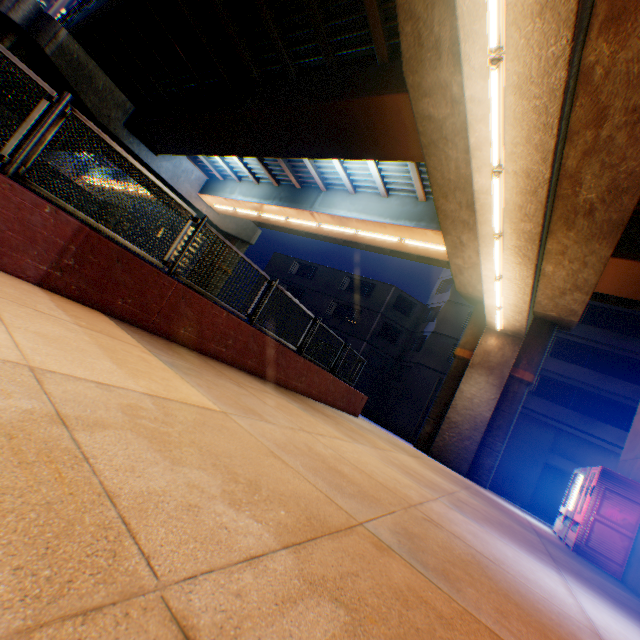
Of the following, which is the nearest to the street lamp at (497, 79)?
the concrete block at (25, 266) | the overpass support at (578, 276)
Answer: the overpass support at (578, 276)

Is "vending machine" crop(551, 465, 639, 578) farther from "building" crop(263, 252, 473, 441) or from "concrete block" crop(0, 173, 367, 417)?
"building" crop(263, 252, 473, 441)

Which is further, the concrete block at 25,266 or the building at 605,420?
the building at 605,420

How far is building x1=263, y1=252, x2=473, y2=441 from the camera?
25.5m

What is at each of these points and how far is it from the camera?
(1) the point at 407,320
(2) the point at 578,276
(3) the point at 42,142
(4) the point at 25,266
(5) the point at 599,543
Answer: (1) building, 30.41m
(2) overpass support, 9.34m
(3) metal fence, 4.02m
(4) concrete block, 3.82m
(5) vending machine, 7.00m

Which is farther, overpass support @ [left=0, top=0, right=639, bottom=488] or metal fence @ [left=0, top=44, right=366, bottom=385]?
overpass support @ [left=0, top=0, right=639, bottom=488]

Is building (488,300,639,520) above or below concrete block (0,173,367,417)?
above

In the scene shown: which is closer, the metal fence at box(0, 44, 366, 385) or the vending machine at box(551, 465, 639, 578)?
the metal fence at box(0, 44, 366, 385)
